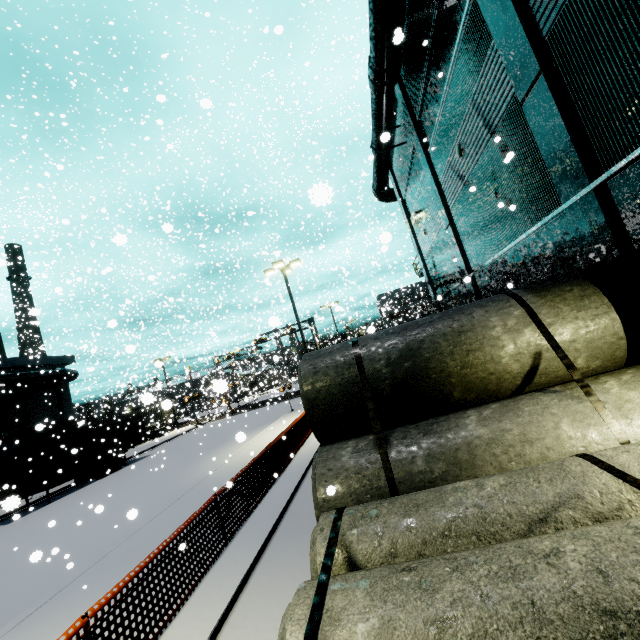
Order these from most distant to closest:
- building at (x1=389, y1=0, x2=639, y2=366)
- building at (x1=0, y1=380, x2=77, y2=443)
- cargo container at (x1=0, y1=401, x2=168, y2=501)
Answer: building at (x1=0, y1=380, x2=77, y2=443), cargo container at (x1=0, y1=401, x2=168, y2=501), building at (x1=389, y1=0, x2=639, y2=366)

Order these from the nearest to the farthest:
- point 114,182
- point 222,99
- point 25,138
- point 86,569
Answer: point 86,569, point 25,138, point 222,99, point 114,182

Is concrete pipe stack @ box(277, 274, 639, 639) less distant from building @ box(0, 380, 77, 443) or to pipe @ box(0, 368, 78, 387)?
building @ box(0, 380, 77, 443)

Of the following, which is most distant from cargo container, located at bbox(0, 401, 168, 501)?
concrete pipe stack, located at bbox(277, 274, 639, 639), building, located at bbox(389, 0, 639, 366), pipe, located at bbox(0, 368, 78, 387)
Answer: concrete pipe stack, located at bbox(277, 274, 639, 639)

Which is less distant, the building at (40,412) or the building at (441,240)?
the building at (441,240)

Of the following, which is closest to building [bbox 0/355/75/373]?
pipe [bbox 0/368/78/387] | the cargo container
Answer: pipe [bbox 0/368/78/387]

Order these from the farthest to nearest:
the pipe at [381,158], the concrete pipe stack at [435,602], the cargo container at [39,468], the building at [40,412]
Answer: the building at [40,412]
the cargo container at [39,468]
the pipe at [381,158]
the concrete pipe stack at [435,602]

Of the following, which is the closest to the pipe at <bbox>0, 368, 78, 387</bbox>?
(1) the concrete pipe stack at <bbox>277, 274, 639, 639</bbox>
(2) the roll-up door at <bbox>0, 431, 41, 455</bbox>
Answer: (2) the roll-up door at <bbox>0, 431, 41, 455</bbox>
